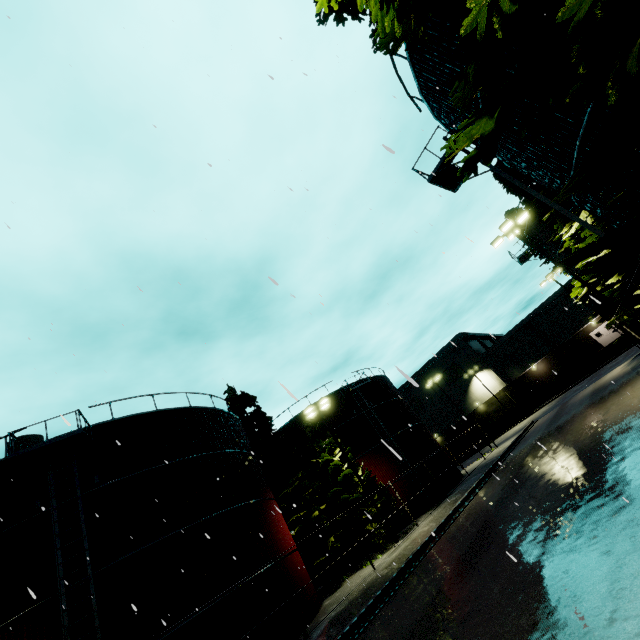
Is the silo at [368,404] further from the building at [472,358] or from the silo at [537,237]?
the building at [472,358]

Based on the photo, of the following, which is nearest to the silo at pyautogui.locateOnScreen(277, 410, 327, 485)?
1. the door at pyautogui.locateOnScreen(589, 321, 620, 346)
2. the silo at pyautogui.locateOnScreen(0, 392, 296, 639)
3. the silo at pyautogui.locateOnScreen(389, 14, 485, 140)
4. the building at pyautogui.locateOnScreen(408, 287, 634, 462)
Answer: the silo at pyautogui.locateOnScreen(0, 392, 296, 639)

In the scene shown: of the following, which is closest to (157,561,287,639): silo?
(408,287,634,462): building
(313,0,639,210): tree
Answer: (408,287,634,462): building

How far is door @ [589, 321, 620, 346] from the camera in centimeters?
4534cm

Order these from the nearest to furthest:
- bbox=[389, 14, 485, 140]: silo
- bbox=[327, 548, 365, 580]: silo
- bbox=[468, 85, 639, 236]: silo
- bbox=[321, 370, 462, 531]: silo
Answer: bbox=[468, 85, 639, 236]: silo, bbox=[389, 14, 485, 140]: silo, bbox=[327, 548, 365, 580]: silo, bbox=[321, 370, 462, 531]: silo

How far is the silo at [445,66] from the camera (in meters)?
8.66

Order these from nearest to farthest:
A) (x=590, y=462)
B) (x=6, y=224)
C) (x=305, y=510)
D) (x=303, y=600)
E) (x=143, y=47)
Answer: (x=6, y=224)
(x=143, y=47)
(x=590, y=462)
(x=303, y=600)
(x=305, y=510)

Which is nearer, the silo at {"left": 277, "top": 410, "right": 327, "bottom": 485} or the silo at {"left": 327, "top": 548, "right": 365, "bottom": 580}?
the silo at {"left": 327, "top": 548, "right": 365, "bottom": 580}
